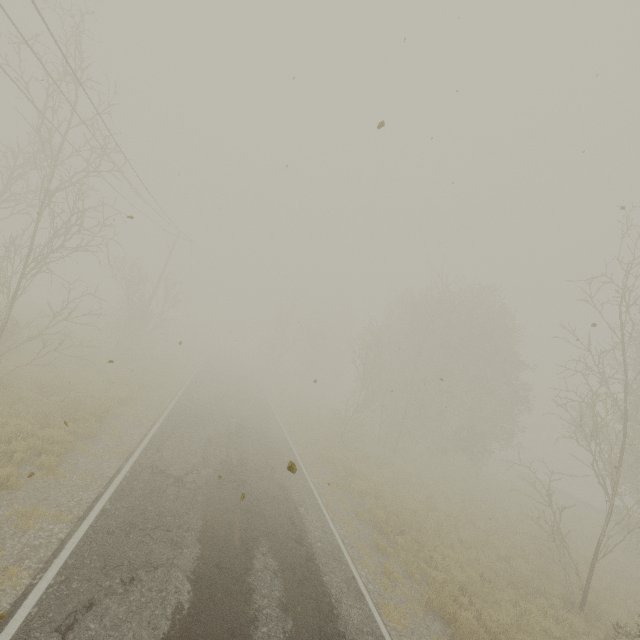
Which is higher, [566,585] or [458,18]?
[458,18]
